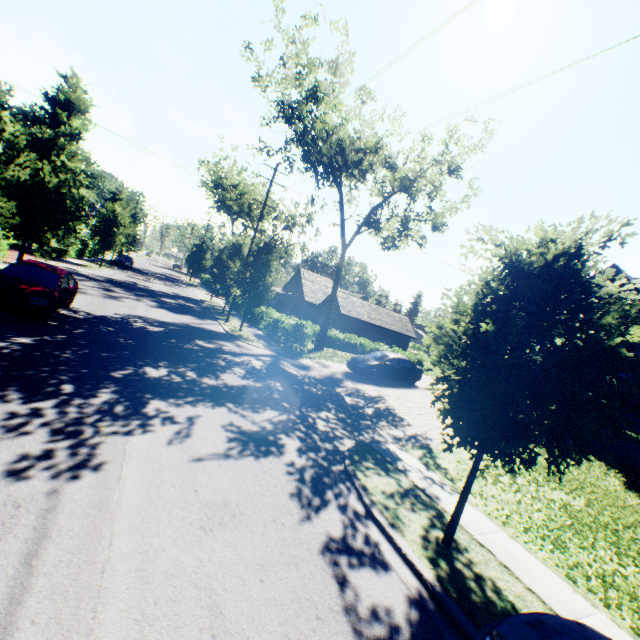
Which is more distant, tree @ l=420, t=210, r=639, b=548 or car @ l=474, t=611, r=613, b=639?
tree @ l=420, t=210, r=639, b=548

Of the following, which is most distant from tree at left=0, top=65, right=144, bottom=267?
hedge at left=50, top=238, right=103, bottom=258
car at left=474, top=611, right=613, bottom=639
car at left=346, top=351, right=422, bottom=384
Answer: car at left=346, top=351, right=422, bottom=384

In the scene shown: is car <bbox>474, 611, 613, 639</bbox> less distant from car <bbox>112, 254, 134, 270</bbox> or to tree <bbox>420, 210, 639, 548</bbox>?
tree <bbox>420, 210, 639, 548</bbox>

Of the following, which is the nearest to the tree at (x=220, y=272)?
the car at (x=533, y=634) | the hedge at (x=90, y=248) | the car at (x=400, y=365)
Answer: the hedge at (x=90, y=248)

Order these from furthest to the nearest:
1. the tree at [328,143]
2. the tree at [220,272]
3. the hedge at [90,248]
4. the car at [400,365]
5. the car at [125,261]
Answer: the car at [125,261] → the hedge at [90,248] → the tree at [220,272] → the tree at [328,143] → the car at [400,365]

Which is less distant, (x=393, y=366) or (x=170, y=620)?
(x=170, y=620)

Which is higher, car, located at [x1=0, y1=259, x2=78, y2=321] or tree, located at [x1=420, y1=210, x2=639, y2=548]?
tree, located at [x1=420, y1=210, x2=639, y2=548]

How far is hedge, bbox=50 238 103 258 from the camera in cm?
2840
